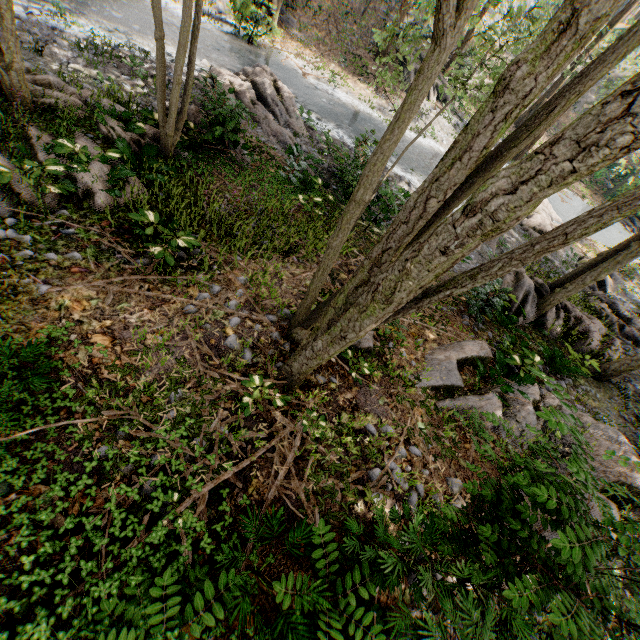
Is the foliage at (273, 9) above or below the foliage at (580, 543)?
below

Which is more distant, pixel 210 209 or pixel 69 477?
pixel 210 209

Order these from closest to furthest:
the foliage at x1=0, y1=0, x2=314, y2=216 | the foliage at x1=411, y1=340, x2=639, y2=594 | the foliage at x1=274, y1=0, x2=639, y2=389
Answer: the foliage at x1=274, y1=0, x2=639, y2=389 < the foliage at x1=411, y1=340, x2=639, y2=594 < the foliage at x1=0, y1=0, x2=314, y2=216

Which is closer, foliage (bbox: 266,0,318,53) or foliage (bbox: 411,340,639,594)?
foliage (bbox: 411,340,639,594)

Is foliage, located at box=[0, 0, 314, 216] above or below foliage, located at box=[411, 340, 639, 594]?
below
